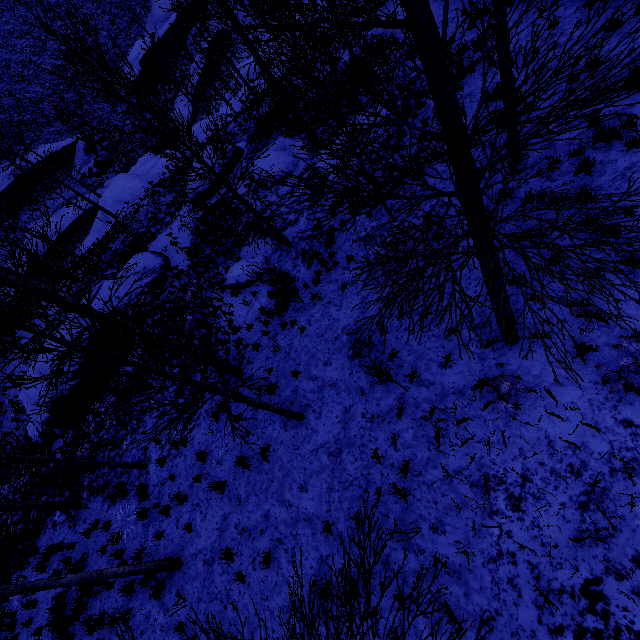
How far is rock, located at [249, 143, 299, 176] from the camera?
14.2m

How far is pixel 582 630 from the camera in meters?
4.3 m

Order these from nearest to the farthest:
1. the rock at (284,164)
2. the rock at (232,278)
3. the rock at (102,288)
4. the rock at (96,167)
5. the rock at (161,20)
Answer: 1. the rock at (232,278)
2. the rock at (284,164)
3. the rock at (102,288)
4. the rock at (96,167)
5. the rock at (161,20)

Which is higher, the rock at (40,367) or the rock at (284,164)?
the rock at (40,367)

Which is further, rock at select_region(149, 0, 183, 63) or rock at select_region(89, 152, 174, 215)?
rock at select_region(149, 0, 183, 63)

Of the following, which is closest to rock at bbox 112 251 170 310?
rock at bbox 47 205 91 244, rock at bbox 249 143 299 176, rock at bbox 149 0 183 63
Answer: rock at bbox 249 143 299 176

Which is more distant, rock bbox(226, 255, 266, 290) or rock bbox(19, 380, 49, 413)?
rock bbox(19, 380, 49, 413)

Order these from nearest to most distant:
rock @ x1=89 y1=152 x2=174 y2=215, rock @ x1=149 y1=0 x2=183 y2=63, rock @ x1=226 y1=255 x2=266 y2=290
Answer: rock @ x1=226 y1=255 x2=266 y2=290 → rock @ x1=89 y1=152 x2=174 y2=215 → rock @ x1=149 y1=0 x2=183 y2=63
